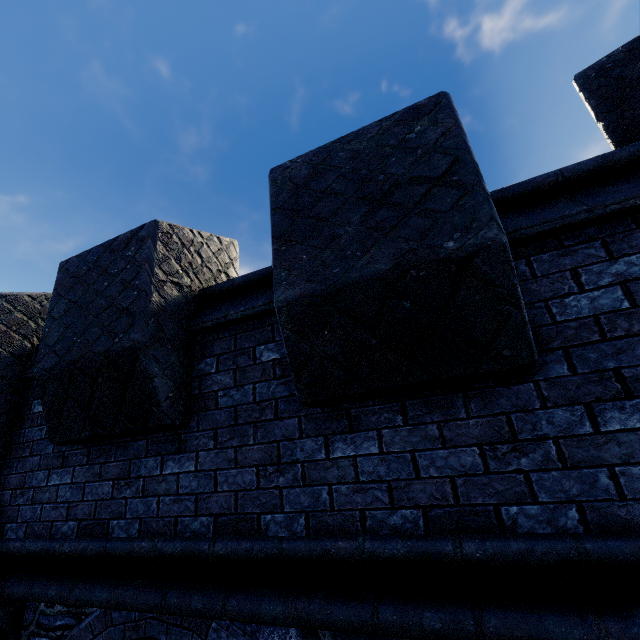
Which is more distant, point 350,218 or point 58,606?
point 58,606
